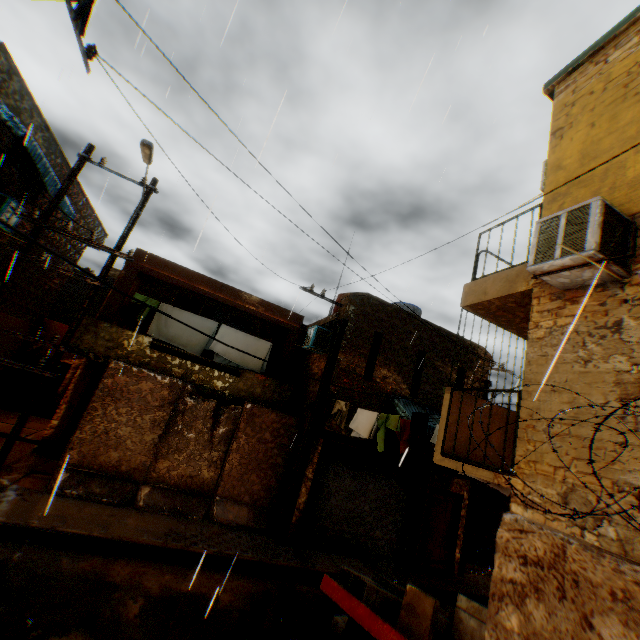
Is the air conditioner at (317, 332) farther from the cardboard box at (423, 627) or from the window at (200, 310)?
the window at (200, 310)

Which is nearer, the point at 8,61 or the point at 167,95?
the point at 167,95

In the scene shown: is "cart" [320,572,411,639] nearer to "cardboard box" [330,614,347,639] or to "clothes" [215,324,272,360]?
"cardboard box" [330,614,347,639]

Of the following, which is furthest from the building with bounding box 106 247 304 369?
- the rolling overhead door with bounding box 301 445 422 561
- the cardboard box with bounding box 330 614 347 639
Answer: the cardboard box with bounding box 330 614 347 639

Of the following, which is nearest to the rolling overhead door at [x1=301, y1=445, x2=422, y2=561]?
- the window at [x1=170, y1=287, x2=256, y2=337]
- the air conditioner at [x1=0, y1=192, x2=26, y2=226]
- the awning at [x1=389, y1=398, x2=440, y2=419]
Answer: the awning at [x1=389, y1=398, x2=440, y2=419]

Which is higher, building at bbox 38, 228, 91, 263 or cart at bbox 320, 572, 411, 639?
building at bbox 38, 228, 91, 263

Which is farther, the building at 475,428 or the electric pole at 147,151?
the electric pole at 147,151
